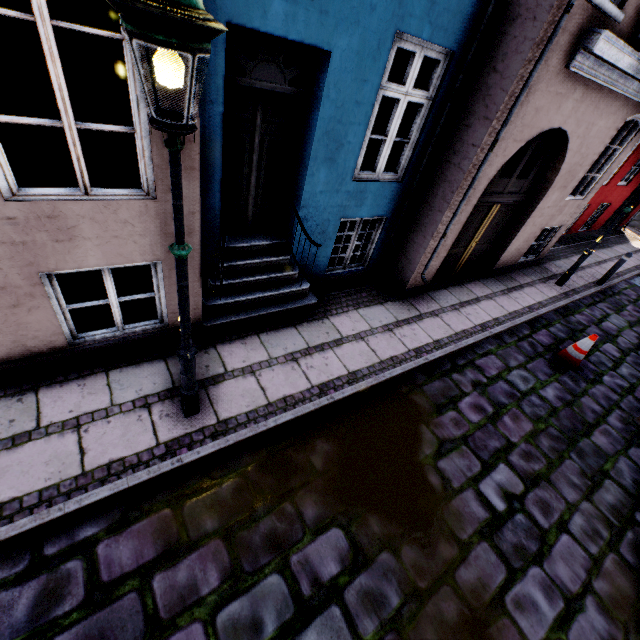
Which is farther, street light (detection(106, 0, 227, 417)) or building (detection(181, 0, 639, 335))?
building (detection(181, 0, 639, 335))

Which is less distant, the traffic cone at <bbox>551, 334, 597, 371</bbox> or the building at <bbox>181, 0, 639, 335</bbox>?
the building at <bbox>181, 0, 639, 335</bbox>

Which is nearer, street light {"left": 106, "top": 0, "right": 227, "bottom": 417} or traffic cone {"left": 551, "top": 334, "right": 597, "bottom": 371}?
street light {"left": 106, "top": 0, "right": 227, "bottom": 417}

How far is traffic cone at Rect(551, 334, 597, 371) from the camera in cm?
621

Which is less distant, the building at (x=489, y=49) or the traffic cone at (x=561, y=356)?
the building at (x=489, y=49)

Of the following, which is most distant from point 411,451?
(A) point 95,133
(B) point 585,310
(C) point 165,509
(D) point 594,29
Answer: (A) point 95,133

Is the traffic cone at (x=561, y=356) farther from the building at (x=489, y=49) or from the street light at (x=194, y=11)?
the street light at (x=194, y=11)

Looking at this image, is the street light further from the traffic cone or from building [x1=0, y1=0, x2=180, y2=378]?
the traffic cone
